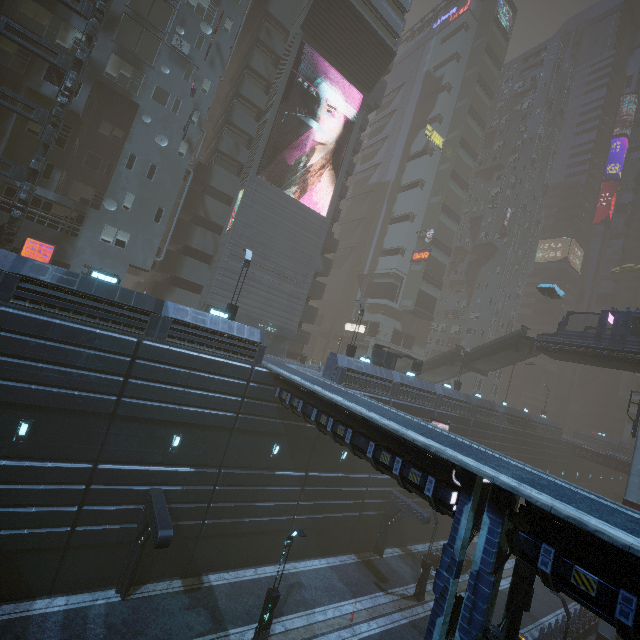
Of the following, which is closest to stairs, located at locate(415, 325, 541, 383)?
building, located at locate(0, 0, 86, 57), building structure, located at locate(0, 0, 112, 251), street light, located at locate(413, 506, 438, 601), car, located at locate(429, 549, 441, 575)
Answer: building, located at locate(0, 0, 86, 57)

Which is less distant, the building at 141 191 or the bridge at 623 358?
the building at 141 191

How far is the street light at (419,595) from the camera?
21.22m

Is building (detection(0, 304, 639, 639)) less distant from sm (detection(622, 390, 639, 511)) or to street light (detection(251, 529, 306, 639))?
sm (detection(622, 390, 639, 511))

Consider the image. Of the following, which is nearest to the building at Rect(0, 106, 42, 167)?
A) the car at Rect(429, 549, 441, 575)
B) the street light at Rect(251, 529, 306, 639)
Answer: the car at Rect(429, 549, 441, 575)

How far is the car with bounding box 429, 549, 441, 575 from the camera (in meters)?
24.42

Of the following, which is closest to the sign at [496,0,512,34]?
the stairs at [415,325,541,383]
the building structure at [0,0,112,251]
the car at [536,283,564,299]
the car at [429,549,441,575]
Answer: the building structure at [0,0,112,251]

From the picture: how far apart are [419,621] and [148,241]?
32.50m
